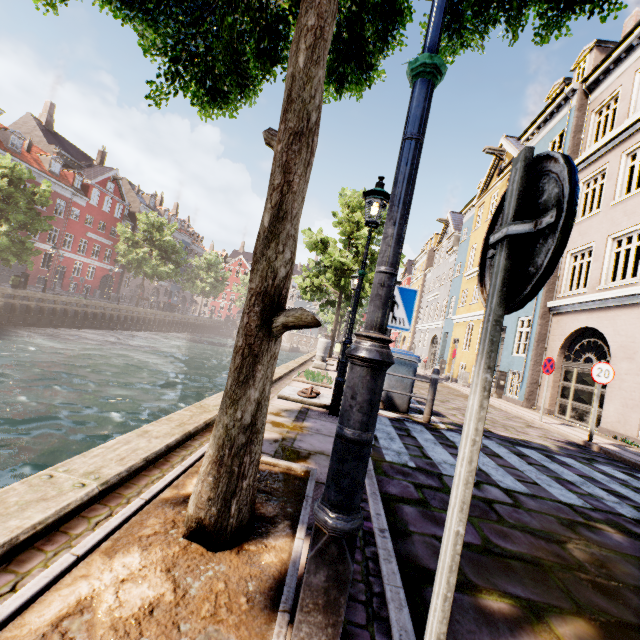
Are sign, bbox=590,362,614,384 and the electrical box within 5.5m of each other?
no

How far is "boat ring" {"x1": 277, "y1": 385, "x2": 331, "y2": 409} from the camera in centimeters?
546cm

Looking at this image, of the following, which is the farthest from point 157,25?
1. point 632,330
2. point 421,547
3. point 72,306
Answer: point 72,306

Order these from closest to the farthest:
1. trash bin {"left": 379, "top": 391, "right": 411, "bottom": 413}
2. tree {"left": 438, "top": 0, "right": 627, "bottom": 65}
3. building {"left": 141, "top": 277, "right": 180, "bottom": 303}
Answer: tree {"left": 438, "top": 0, "right": 627, "bottom": 65}
trash bin {"left": 379, "top": 391, "right": 411, "bottom": 413}
building {"left": 141, "top": 277, "right": 180, "bottom": 303}

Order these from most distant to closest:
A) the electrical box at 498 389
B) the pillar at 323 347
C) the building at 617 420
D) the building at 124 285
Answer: the building at 124 285
the electrical box at 498 389
the pillar at 323 347
the building at 617 420

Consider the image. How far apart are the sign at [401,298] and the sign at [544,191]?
2.2 meters

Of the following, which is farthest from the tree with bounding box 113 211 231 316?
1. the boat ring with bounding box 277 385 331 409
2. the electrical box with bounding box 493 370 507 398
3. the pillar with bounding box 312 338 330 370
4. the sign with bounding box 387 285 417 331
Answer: the electrical box with bounding box 493 370 507 398

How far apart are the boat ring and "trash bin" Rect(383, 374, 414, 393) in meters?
1.3
